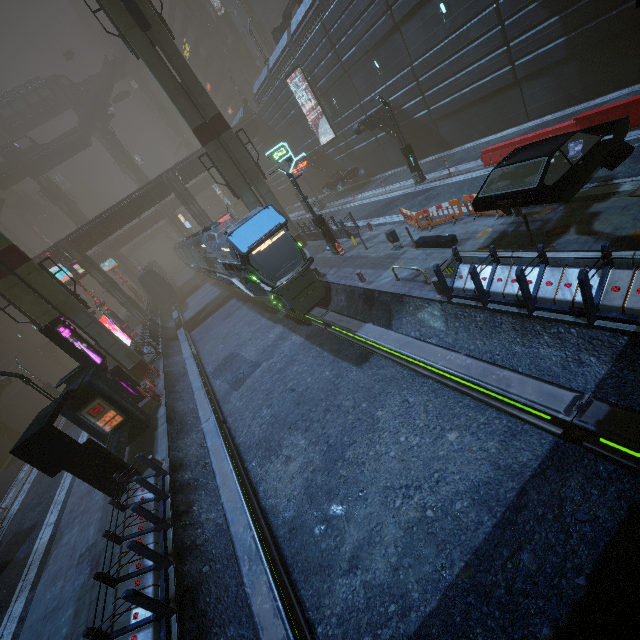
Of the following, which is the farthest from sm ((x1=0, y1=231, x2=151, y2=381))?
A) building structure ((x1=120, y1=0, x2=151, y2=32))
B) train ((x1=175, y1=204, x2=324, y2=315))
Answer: train ((x1=175, y1=204, x2=324, y2=315))

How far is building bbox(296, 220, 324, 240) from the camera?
23.2 meters

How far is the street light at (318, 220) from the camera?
17.89m

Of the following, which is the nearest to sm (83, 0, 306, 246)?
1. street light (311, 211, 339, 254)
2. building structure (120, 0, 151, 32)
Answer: building structure (120, 0, 151, 32)

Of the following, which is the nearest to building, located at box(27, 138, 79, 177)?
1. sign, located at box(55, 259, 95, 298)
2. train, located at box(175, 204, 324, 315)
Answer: train, located at box(175, 204, 324, 315)

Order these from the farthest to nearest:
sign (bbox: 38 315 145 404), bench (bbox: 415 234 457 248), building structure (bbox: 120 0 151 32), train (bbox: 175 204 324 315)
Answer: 1. building structure (bbox: 120 0 151 32)
2. sign (bbox: 38 315 145 404)
3. train (bbox: 175 204 324 315)
4. bench (bbox: 415 234 457 248)

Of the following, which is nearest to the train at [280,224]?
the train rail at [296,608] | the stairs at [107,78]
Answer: the train rail at [296,608]

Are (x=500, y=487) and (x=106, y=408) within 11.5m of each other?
no
